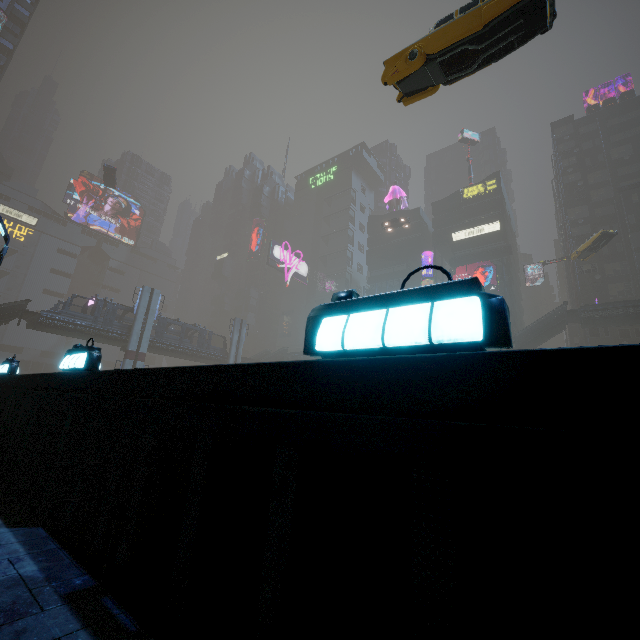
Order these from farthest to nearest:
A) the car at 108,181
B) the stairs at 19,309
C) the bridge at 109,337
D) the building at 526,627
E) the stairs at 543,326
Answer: the car at 108,181, the stairs at 543,326, the bridge at 109,337, the stairs at 19,309, the building at 526,627

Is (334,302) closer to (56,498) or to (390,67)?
(56,498)

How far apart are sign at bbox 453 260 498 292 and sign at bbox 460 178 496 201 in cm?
1354

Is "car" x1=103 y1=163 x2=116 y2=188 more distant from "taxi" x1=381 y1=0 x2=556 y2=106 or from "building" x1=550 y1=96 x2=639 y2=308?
"taxi" x1=381 y1=0 x2=556 y2=106

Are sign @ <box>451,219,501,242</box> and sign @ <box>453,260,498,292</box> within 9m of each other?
yes

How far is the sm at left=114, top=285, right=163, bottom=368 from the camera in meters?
37.0 m

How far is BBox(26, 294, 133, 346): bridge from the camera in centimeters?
3303cm

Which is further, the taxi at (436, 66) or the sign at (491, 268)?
the sign at (491, 268)
